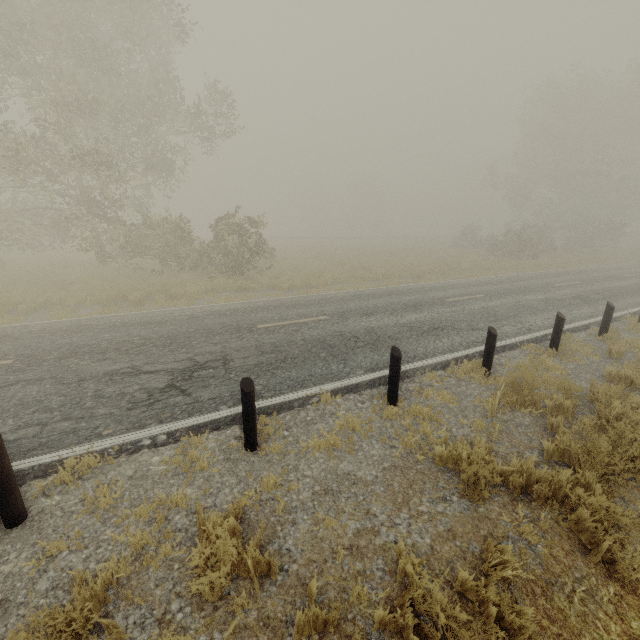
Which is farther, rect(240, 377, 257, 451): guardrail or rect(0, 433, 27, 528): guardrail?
rect(240, 377, 257, 451): guardrail

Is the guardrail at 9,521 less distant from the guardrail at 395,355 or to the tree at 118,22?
the guardrail at 395,355

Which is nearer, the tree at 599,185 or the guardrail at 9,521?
the guardrail at 9,521

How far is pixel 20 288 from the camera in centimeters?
1258cm

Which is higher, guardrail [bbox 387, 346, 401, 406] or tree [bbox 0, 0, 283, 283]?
tree [bbox 0, 0, 283, 283]

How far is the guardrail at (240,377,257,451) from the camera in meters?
4.2 m

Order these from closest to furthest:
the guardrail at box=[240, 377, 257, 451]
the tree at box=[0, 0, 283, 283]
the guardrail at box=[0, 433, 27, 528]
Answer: the guardrail at box=[0, 433, 27, 528] < the guardrail at box=[240, 377, 257, 451] < the tree at box=[0, 0, 283, 283]

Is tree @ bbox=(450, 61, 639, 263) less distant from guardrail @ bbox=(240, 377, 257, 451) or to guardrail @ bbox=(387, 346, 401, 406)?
guardrail @ bbox=(387, 346, 401, 406)
